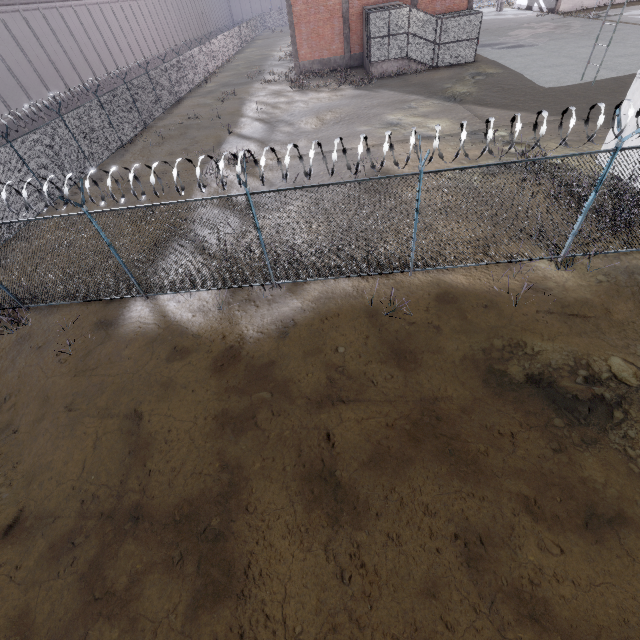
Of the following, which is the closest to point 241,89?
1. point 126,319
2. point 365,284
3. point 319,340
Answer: point 126,319

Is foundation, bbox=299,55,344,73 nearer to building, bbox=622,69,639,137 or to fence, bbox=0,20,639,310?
fence, bbox=0,20,639,310

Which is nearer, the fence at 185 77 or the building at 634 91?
the fence at 185 77

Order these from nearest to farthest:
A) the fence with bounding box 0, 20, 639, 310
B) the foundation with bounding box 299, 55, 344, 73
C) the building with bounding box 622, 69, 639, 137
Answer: the fence with bounding box 0, 20, 639, 310
the building with bounding box 622, 69, 639, 137
the foundation with bounding box 299, 55, 344, 73

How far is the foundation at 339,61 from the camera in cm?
3086

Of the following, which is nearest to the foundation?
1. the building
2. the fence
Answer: the fence
